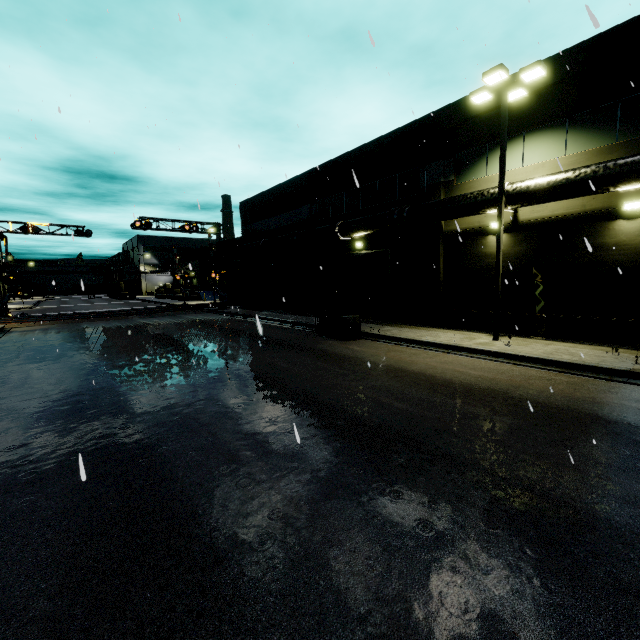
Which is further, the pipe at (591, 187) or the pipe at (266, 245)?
the pipe at (266, 245)

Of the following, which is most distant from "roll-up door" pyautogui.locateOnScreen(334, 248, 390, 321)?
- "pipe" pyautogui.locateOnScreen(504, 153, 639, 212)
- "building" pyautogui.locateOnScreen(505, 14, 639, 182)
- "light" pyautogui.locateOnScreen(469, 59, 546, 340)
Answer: "light" pyautogui.locateOnScreen(469, 59, 546, 340)

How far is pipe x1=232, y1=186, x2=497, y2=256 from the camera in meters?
13.8

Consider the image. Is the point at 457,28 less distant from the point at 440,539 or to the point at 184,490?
the point at 440,539

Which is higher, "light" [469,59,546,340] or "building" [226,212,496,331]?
"light" [469,59,546,340]

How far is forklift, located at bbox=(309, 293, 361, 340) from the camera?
15.45m

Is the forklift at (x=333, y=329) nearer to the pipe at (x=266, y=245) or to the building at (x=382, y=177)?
the pipe at (x=266, y=245)

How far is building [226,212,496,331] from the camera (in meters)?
15.41
